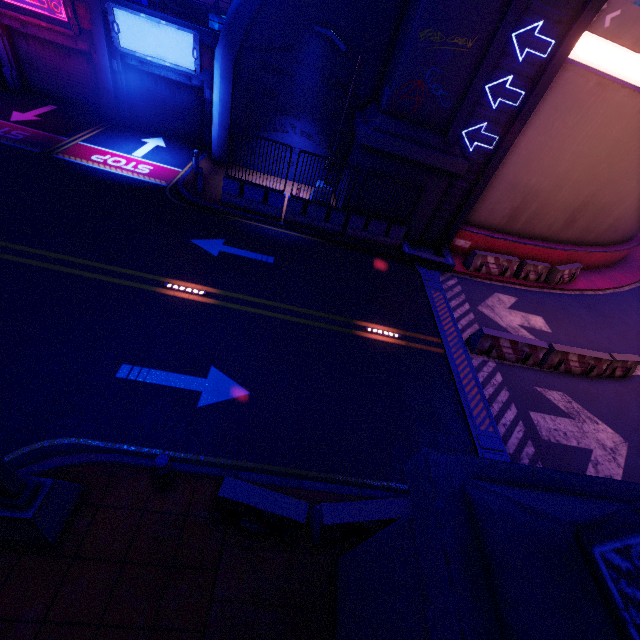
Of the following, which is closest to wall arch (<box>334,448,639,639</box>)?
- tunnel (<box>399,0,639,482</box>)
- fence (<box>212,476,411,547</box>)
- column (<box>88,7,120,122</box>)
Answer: tunnel (<box>399,0,639,482</box>)

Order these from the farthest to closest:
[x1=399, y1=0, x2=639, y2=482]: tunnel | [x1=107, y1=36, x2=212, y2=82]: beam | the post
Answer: [x1=107, y1=36, x2=212, y2=82]: beam, [x1=399, y1=0, x2=639, y2=482]: tunnel, the post

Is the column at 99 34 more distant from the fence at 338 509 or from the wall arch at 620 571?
the fence at 338 509

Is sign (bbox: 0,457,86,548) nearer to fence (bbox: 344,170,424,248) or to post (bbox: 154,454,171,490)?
post (bbox: 154,454,171,490)

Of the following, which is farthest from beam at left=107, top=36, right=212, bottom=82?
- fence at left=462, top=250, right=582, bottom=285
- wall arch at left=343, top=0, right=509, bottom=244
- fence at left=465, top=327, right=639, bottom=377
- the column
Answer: fence at left=465, top=327, right=639, bottom=377

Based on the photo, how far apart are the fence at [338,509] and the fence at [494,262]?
14.8m

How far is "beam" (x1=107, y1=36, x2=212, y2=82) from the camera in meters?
14.5

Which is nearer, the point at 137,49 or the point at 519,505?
the point at 519,505
